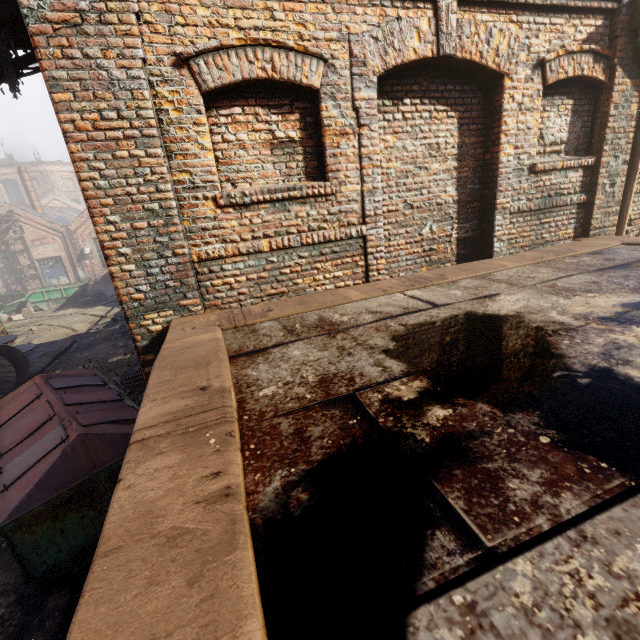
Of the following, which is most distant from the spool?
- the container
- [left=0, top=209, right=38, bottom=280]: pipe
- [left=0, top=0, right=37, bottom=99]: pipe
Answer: the container

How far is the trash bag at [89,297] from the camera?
22.11m

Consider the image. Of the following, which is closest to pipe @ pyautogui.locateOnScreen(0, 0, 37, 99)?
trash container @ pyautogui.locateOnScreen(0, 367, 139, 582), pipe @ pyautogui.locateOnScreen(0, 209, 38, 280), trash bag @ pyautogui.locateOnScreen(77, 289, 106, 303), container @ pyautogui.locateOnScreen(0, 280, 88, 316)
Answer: trash container @ pyautogui.locateOnScreen(0, 367, 139, 582)

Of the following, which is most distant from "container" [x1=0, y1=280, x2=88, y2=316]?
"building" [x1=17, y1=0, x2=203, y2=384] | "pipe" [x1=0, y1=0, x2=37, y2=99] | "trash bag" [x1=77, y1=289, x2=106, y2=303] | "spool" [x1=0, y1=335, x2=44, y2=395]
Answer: "building" [x1=17, y1=0, x2=203, y2=384]

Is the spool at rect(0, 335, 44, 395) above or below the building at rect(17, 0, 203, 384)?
below

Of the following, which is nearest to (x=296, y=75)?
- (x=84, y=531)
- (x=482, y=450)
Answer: (x=482, y=450)

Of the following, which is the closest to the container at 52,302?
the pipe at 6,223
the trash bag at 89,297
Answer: the trash bag at 89,297

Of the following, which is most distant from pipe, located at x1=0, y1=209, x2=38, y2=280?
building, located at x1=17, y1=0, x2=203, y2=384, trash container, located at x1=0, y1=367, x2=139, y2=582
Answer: building, located at x1=17, y1=0, x2=203, y2=384
